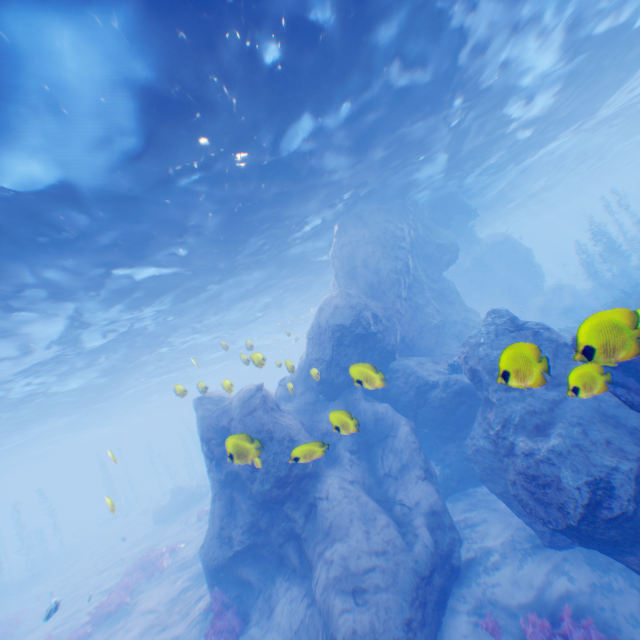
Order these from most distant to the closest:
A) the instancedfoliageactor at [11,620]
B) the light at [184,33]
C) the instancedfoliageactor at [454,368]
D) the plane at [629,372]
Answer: the instancedfoliageactor at [11,620]
the instancedfoliageactor at [454,368]
the light at [184,33]
the plane at [629,372]

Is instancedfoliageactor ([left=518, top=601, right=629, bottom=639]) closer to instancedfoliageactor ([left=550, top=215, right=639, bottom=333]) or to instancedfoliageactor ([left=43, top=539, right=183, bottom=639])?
instancedfoliageactor ([left=43, top=539, right=183, bottom=639])

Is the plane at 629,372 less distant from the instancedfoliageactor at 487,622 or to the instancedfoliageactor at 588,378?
the instancedfoliageactor at 588,378

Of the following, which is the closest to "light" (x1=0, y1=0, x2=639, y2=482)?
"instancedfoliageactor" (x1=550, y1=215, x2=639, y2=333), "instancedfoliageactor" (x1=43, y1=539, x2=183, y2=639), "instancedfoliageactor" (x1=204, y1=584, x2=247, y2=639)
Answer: "instancedfoliageactor" (x1=550, y1=215, x2=639, y2=333)

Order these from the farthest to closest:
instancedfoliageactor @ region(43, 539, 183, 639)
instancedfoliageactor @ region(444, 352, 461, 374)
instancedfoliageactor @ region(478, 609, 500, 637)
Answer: instancedfoliageactor @ region(43, 539, 183, 639) < instancedfoliageactor @ region(444, 352, 461, 374) < instancedfoliageactor @ region(478, 609, 500, 637)

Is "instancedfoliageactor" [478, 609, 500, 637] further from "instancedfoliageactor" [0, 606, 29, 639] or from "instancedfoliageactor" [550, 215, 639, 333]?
"instancedfoliageactor" [0, 606, 29, 639]

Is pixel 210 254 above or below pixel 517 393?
above

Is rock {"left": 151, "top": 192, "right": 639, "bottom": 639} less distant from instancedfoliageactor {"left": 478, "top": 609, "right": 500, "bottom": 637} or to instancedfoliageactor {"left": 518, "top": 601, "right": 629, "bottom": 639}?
instancedfoliageactor {"left": 518, "top": 601, "right": 629, "bottom": 639}
